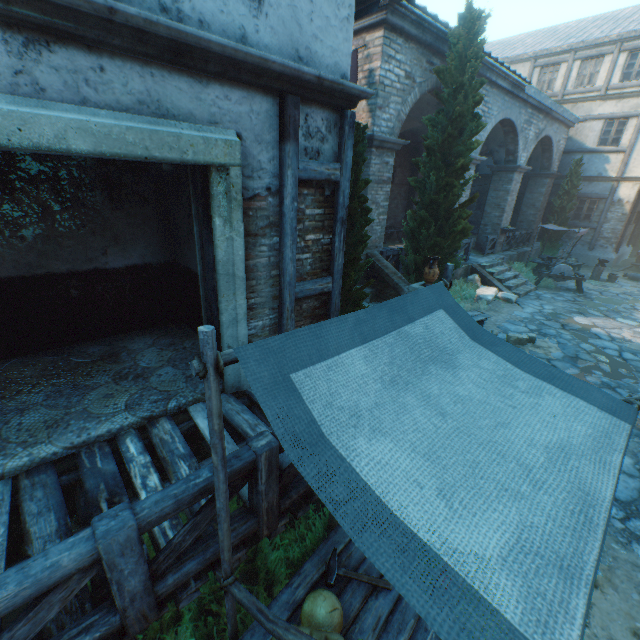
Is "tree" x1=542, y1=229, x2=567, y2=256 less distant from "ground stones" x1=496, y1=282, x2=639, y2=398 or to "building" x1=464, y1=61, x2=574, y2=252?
"building" x1=464, y1=61, x2=574, y2=252

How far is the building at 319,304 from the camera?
5.0 meters

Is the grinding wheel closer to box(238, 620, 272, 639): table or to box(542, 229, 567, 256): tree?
box(542, 229, 567, 256): tree

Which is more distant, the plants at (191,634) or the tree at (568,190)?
the tree at (568,190)

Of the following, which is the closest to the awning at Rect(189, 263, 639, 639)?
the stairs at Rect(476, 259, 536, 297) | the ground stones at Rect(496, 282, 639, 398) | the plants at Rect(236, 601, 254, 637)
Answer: the plants at Rect(236, 601, 254, 637)

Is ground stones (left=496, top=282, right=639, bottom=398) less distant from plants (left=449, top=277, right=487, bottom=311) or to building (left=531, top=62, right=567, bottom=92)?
plants (left=449, top=277, right=487, bottom=311)

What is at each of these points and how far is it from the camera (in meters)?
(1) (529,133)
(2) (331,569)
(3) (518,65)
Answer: (1) building, 14.17
(2) hammer, 2.72
(3) building, 19.88

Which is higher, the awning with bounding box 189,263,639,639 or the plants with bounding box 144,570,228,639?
the awning with bounding box 189,263,639,639
